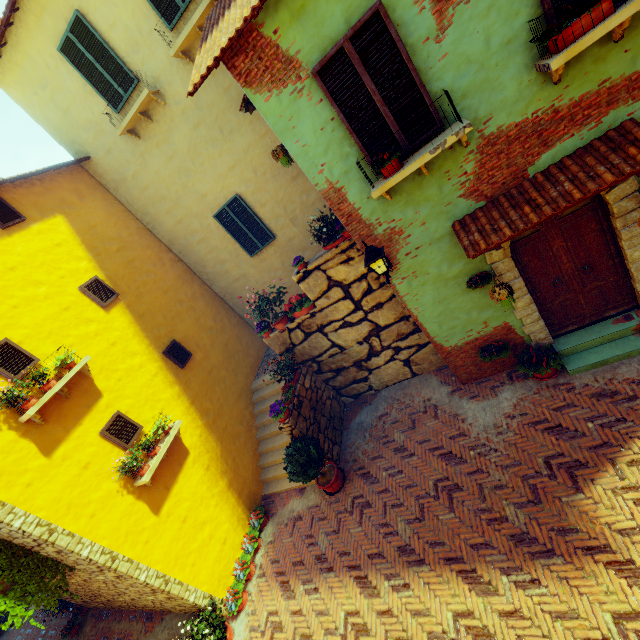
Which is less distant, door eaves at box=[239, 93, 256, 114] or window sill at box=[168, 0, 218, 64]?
door eaves at box=[239, 93, 256, 114]

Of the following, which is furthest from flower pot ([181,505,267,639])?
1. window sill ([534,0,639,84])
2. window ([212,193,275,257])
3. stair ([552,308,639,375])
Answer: window sill ([534,0,639,84])

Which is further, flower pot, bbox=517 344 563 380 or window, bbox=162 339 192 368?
window, bbox=162 339 192 368

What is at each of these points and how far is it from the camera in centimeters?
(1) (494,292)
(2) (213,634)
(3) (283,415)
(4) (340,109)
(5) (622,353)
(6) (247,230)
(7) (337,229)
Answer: (1) flower pot, 541cm
(2) flower pot, 663cm
(3) flower pot, 762cm
(4) window, 460cm
(5) stair, 569cm
(6) window, 975cm
(7) flower pot, 661cm

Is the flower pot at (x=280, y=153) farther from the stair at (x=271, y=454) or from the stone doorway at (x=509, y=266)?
the stair at (x=271, y=454)

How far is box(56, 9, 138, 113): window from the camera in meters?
7.4

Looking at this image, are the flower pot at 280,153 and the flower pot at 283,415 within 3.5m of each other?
no

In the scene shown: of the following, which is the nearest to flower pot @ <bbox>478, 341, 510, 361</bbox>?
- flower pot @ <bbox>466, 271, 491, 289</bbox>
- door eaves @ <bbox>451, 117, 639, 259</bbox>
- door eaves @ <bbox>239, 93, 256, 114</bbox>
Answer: flower pot @ <bbox>466, 271, 491, 289</bbox>
